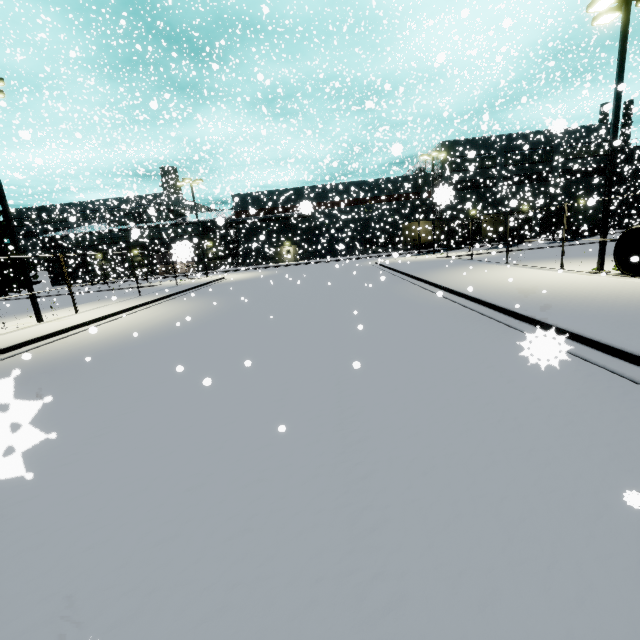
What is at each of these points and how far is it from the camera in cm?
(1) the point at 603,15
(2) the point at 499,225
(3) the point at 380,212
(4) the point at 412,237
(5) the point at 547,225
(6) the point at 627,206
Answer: (1) light, 1224
(2) semi trailer, 3519
(3) building, 4903
(4) semi trailer, 3831
(5) semi trailer, 3675
(6) silo, 5012

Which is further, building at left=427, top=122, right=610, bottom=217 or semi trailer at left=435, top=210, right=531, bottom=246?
semi trailer at left=435, top=210, right=531, bottom=246

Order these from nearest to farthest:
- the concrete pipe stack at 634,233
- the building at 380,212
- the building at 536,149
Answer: the concrete pipe stack at 634,233 → the building at 536,149 → the building at 380,212

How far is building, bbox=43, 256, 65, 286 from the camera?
51.0m

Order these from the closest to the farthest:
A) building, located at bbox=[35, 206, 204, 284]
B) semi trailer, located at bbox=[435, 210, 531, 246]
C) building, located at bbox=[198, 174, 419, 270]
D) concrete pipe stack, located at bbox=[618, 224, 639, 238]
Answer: concrete pipe stack, located at bbox=[618, 224, 639, 238], building, located at bbox=[35, 206, 204, 284], semi trailer, located at bbox=[435, 210, 531, 246], building, located at bbox=[198, 174, 419, 270]

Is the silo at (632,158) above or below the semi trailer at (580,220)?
above

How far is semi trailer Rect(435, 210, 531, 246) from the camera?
34.5m
